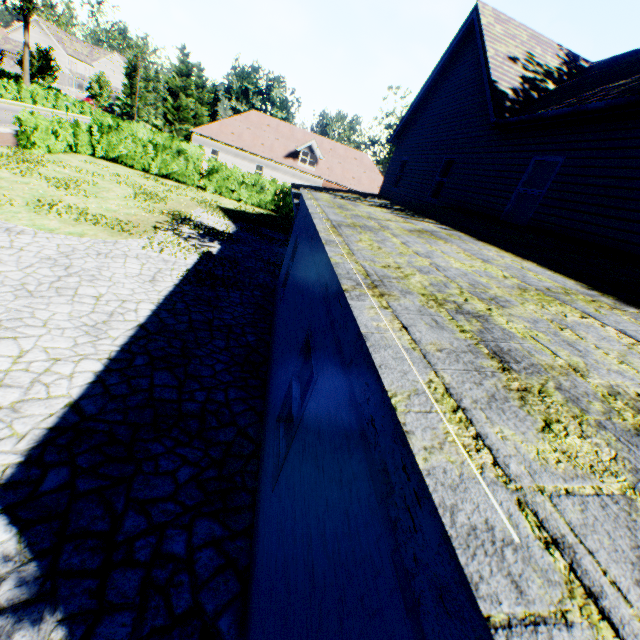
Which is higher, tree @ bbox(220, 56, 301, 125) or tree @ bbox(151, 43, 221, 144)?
tree @ bbox(220, 56, 301, 125)

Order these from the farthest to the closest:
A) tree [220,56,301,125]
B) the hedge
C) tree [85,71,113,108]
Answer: tree [85,71,113,108]
tree [220,56,301,125]
the hedge

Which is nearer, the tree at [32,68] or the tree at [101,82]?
the tree at [32,68]

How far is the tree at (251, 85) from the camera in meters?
42.4 m

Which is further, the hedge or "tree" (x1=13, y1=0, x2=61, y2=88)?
"tree" (x1=13, y1=0, x2=61, y2=88)

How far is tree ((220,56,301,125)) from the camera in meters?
42.4 m

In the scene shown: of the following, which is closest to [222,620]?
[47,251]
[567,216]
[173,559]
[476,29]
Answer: [173,559]
